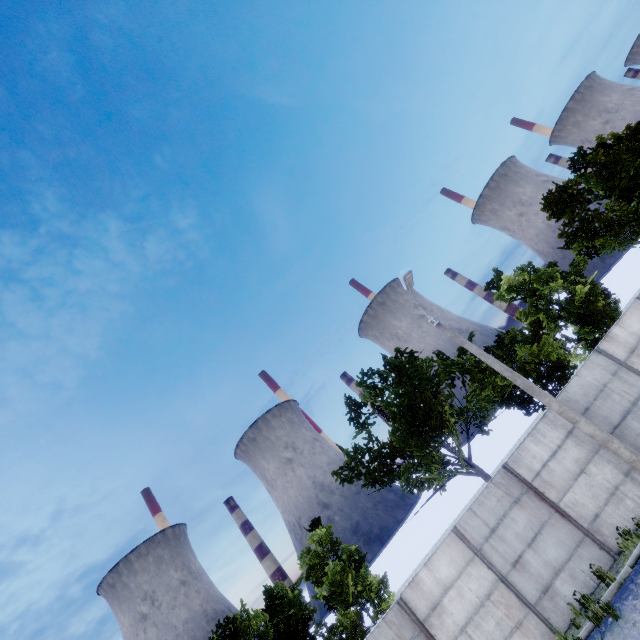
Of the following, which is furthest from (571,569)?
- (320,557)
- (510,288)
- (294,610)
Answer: (294,610)
